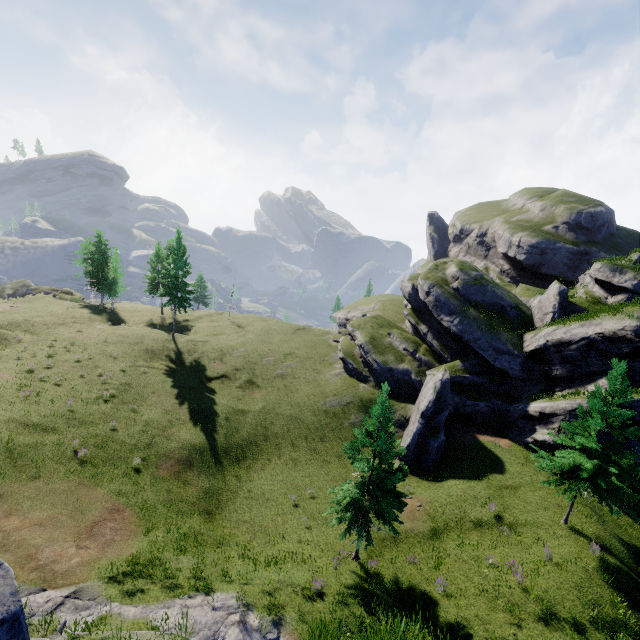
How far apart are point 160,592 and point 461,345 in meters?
32.0

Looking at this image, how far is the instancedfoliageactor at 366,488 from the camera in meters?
16.0

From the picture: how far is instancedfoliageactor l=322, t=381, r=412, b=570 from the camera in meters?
16.0 m

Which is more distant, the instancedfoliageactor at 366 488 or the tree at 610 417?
the tree at 610 417

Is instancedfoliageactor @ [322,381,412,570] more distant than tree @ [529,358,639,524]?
No
